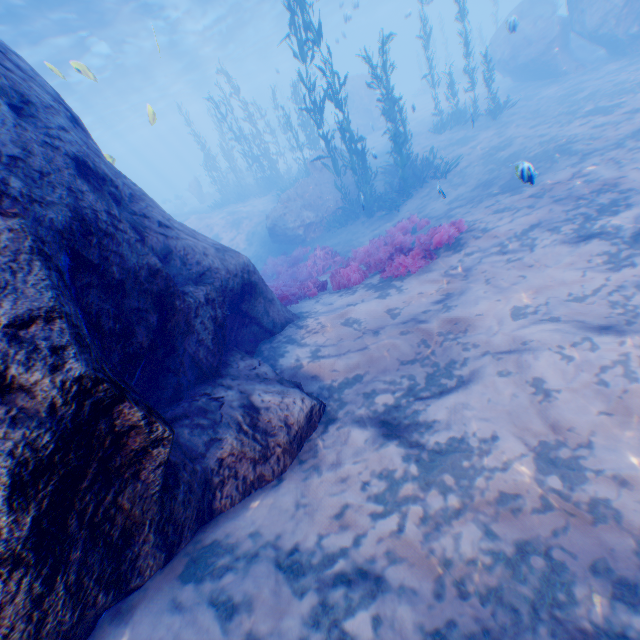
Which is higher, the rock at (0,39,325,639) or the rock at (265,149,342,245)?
the rock at (0,39,325,639)

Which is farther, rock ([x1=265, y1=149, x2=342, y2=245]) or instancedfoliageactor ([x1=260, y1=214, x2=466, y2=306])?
rock ([x1=265, y1=149, x2=342, y2=245])

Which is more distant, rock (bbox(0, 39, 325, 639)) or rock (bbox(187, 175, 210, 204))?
rock (bbox(187, 175, 210, 204))

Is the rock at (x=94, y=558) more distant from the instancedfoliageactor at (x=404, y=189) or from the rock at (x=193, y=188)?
the rock at (x=193, y=188)

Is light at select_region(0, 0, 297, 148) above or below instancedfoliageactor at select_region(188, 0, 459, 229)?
above

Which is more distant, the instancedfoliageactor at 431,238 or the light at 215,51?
the light at 215,51

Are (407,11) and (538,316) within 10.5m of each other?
no

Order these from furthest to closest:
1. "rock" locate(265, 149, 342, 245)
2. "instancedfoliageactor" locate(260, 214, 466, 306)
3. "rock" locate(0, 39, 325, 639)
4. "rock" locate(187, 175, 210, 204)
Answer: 1. "rock" locate(187, 175, 210, 204)
2. "rock" locate(265, 149, 342, 245)
3. "instancedfoliageactor" locate(260, 214, 466, 306)
4. "rock" locate(0, 39, 325, 639)
